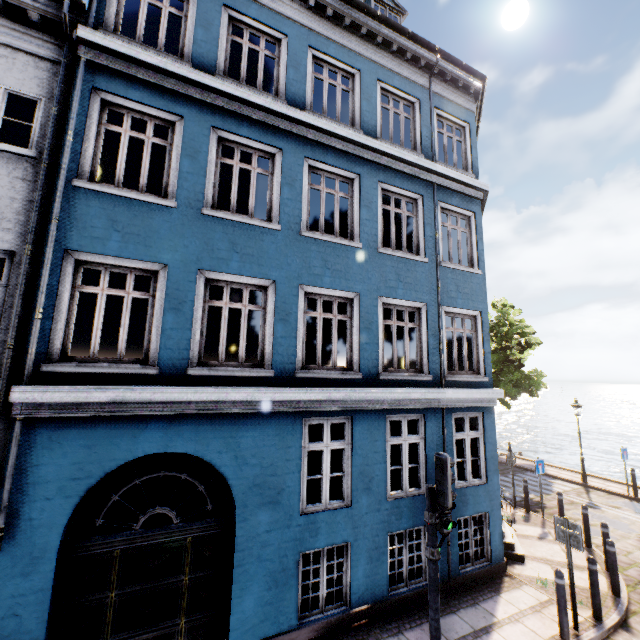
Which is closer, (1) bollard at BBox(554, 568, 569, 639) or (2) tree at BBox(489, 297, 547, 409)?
(1) bollard at BBox(554, 568, 569, 639)

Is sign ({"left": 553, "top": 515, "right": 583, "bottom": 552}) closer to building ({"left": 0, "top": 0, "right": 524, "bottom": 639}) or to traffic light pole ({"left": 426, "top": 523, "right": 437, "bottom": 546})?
building ({"left": 0, "top": 0, "right": 524, "bottom": 639})

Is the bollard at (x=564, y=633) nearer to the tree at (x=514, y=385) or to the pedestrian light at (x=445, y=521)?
the pedestrian light at (x=445, y=521)

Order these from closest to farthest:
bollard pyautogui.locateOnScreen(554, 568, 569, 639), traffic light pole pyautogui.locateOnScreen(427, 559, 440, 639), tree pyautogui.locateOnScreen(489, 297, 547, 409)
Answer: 1. traffic light pole pyautogui.locateOnScreen(427, 559, 440, 639)
2. bollard pyautogui.locateOnScreen(554, 568, 569, 639)
3. tree pyautogui.locateOnScreen(489, 297, 547, 409)

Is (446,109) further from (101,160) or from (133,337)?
(133,337)

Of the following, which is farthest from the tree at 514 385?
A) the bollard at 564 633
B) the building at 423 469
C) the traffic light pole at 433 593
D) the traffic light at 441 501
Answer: the traffic light pole at 433 593

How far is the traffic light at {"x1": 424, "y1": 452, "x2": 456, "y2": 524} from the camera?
4.7 meters

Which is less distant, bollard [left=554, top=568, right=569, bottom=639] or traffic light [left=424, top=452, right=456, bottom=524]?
traffic light [left=424, top=452, right=456, bottom=524]
